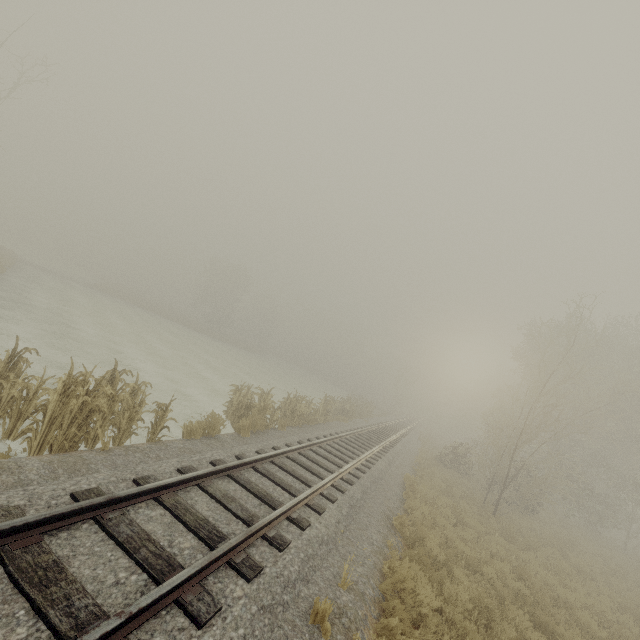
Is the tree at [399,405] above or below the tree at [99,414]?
above

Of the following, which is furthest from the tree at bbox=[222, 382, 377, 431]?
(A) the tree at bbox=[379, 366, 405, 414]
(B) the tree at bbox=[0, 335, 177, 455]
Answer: (A) the tree at bbox=[379, 366, 405, 414]

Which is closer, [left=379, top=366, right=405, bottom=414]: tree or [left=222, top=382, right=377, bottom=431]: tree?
[left=222, top=382, right=377, bottom=431]: tree

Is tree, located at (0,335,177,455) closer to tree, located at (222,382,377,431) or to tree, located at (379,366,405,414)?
tree, located at (222,382,377,431)

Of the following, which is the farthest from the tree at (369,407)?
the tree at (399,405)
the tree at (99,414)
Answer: the tree at (399,405)

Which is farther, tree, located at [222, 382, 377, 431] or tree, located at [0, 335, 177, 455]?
tree, located at [222, 382, 377, 431]

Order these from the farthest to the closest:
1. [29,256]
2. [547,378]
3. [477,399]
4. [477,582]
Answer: [477,399] < [29,256] < [547,378] < [477,582]
